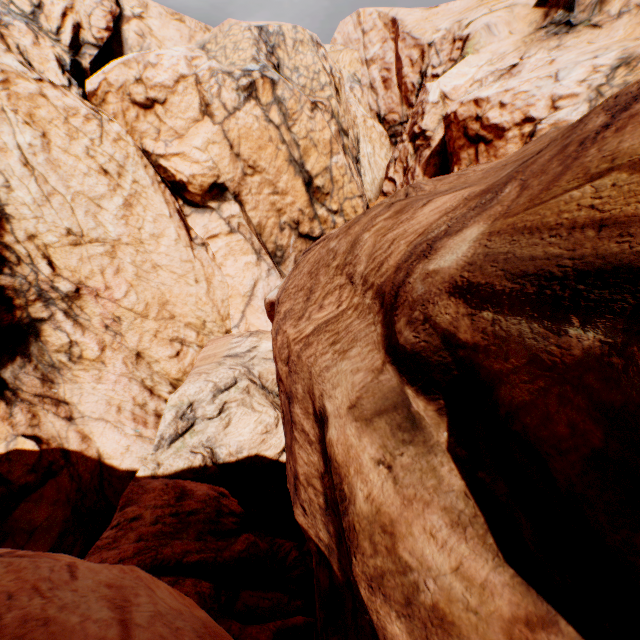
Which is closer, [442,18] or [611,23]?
[611,23]
